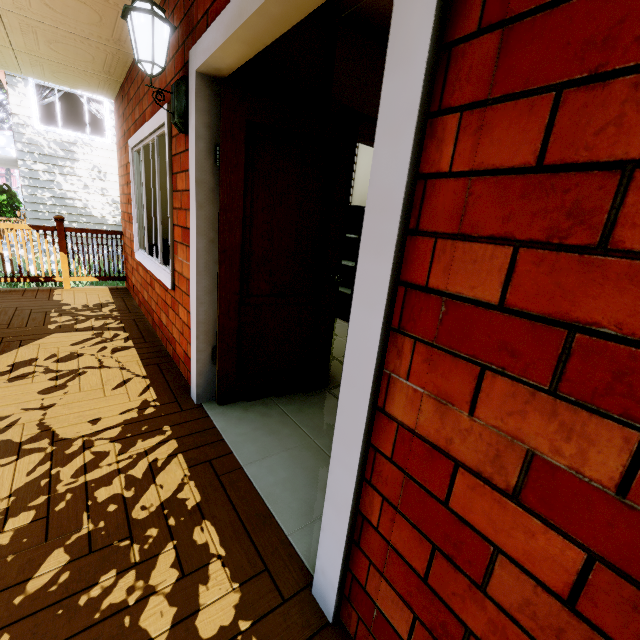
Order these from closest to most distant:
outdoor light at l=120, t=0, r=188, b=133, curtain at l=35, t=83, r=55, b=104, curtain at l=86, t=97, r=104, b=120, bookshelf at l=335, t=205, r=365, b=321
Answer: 1. outdoor light at l=120, t=0, r=188, b=133
2. bookshelf at l=335, t=205, r=365, b=321
3. curtain at l=35, t=83, r=55, b=104
4. curtain at l=86, t=97, r=104, b=120

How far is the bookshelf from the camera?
4.5m

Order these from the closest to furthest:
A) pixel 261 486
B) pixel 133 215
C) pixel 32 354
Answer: pixel 261 486 < pixel 32 354 < pixel 133 215

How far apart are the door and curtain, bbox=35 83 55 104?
12.5m

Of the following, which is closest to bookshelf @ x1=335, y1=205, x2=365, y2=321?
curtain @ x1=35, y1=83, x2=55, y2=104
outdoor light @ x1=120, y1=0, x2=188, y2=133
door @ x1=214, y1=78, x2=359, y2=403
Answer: door @ x1=214, y1=78, x2=359, y2=403

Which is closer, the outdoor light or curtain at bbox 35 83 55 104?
the outdoor light

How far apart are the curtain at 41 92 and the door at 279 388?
12.5 meters

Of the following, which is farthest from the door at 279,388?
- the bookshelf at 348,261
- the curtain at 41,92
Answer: the curtain at 41,92
